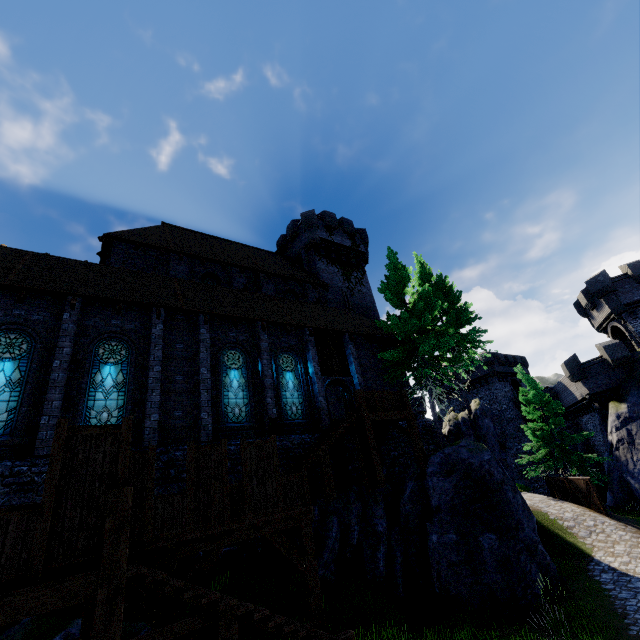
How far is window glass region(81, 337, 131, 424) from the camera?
11.6 meters

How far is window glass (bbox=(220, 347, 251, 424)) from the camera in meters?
14.3

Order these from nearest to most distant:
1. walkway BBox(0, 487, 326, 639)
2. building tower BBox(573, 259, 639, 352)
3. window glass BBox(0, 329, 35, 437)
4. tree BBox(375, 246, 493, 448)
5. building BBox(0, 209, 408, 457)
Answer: walkway BBox(0, 487, 326, 639) < window glass BBox(0, 329, 35, 437) < building BBox(0, 209, 408, 457) < tree BBox(375, 246, 493, 448) < building tower BBox(573, 259, 639, 352)

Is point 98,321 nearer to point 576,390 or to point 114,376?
point 114,376

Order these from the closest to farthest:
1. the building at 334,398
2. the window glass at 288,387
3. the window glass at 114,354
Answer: the window glass at 114,354 → the window glass at 288,387 → the building at 334,398

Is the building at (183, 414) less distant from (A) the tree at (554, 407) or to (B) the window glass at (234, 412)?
(B) the window glass at (234, 412)

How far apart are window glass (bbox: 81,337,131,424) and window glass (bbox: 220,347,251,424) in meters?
3.5 m

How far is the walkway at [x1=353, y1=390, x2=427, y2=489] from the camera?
13.1 meters
